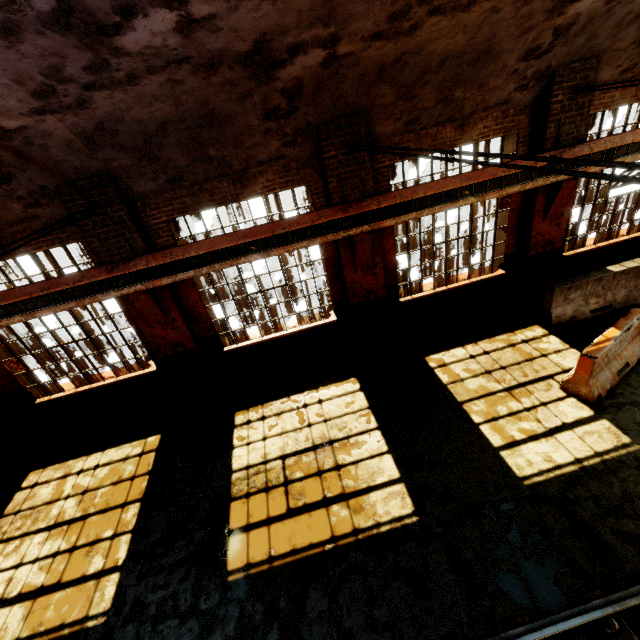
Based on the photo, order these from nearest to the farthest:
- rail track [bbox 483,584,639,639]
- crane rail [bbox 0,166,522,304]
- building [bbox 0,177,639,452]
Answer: rail track [bbox 483,584,639,639] < crane rail [bbox 0,166,522,304] < building [bbox 0,177,639,452]

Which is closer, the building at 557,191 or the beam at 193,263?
the beam at 193,263

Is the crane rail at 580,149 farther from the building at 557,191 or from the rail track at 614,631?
the rail track at 614,631

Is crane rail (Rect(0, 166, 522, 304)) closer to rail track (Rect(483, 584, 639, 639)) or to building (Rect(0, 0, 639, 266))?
building (Rect(0, 0, 639, 266))

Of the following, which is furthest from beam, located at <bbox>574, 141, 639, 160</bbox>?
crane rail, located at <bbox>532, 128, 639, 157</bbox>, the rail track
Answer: the rail track

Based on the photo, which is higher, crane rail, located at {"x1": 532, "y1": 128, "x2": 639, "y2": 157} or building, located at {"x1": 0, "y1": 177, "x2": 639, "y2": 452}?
crane rail, located at {"x1": 532, "y1": 128, "x2": 639, "y2": 157}

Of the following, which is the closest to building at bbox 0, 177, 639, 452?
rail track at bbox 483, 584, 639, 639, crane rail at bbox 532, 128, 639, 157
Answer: crane rail at bbox 532, 128, 639, 157

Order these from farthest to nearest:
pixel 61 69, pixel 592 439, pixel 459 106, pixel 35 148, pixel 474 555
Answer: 1. pixel 459 106
2. pixel 592 439
3. pixel 35 148
4. pixel 474 555
5. pixel 61 69
